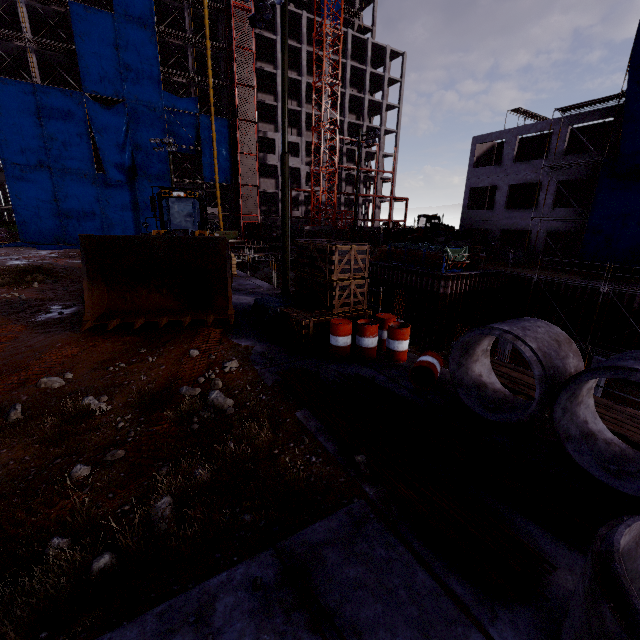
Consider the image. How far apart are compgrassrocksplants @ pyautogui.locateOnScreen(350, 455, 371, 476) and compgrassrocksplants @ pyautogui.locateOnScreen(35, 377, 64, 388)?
5.9 meters

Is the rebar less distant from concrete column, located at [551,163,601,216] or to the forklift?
concrete column, located at [551,163,601,216]

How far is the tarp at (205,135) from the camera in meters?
41.2 m

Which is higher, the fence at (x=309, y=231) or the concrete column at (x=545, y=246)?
the fence at (x=309, y=231)

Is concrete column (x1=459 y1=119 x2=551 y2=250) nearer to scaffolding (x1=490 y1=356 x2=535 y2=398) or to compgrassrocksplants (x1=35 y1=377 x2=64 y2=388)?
scaffolding (x1=490 y1=356 x2=535 y2=398)

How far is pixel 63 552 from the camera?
3.2 meters

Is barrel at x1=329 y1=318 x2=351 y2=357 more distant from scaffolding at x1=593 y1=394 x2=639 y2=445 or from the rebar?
scaffolding at x1=593 y1=394 x2=639 y2=445

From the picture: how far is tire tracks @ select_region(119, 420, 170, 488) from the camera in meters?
4.3
